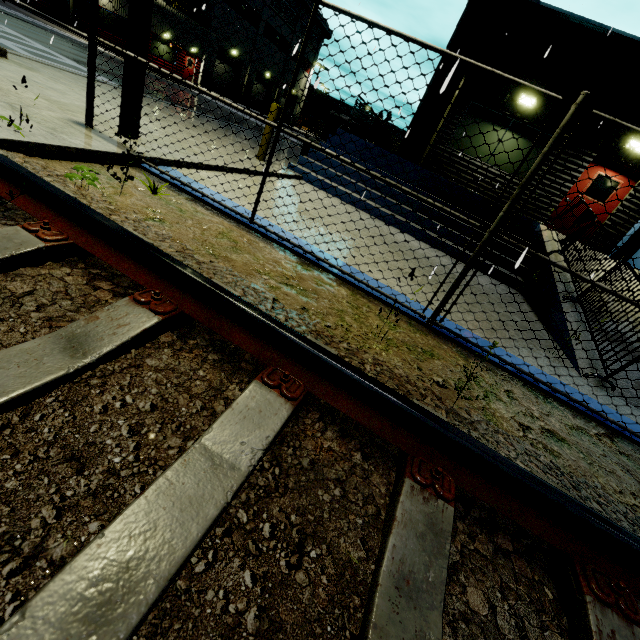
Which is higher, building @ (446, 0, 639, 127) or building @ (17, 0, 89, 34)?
building @ (446, 0, 639, 127)

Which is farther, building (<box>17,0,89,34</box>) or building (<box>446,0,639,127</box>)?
building (<box>17,0,89,34</box>)

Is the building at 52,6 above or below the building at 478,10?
below

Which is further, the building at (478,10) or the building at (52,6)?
the building at (52,6)

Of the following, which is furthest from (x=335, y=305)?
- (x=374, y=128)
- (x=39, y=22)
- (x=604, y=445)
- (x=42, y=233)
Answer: (x=39, y=22)
